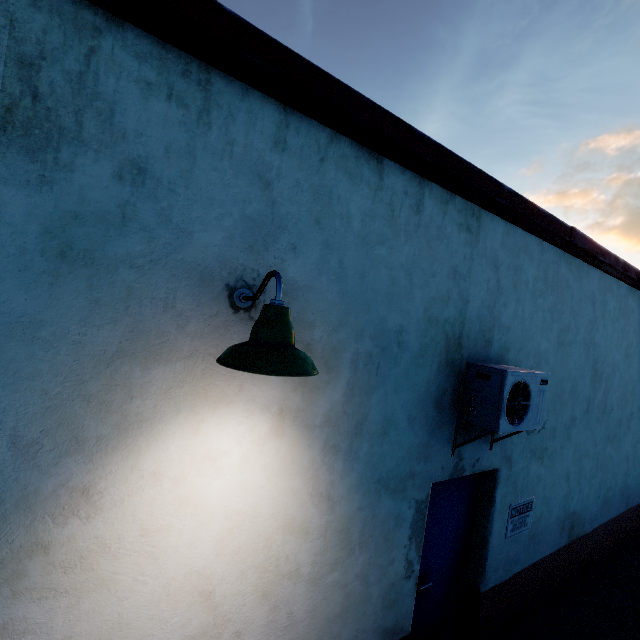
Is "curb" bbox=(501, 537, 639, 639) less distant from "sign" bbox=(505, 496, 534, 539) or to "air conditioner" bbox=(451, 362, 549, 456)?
"sign" bbox=(505, 496, 534, 539)

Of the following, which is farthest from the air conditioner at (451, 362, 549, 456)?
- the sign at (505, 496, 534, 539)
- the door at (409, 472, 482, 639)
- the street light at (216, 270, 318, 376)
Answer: the street light at (216, 270, 318, 376)

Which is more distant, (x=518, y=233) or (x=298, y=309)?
(x=518, y=233)

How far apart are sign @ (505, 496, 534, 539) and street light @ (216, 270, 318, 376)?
3.74m

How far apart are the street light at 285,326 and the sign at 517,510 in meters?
3.7

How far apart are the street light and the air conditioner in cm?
198

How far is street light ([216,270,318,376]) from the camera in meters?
1.3

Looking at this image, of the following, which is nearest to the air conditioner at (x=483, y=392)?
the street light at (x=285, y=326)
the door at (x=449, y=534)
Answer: the door at (x=449, y=534)
